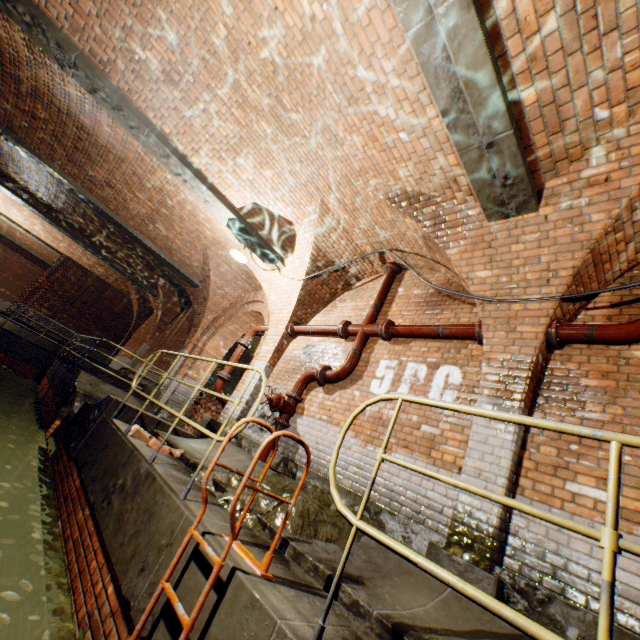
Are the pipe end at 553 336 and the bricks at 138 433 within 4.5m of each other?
no

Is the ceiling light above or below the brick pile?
above

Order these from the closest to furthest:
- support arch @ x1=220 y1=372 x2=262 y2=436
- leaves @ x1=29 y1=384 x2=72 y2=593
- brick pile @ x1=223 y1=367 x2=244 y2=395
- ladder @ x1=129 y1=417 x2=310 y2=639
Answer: ladder @ x1=129 y1=417 x2=310 y2=639, leaves @ x1=29 y1=384 x2=72 y2=593, support arch @ x1=220 y1=372 x2=262 y2=436, brick pile @ x1=223 y1=367 x2=244 y2=395

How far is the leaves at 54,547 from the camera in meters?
3.1 m

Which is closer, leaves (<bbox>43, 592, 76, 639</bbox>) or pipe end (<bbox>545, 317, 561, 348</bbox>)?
leaves (<bbox>43, 592, 76, 639</bbox>)

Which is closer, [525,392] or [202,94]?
[525,392]

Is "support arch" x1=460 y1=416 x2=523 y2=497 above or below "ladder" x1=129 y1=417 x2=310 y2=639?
above

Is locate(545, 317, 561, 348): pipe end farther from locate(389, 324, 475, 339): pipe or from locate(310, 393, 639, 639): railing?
locate(310, 393, 639, 639): railing
